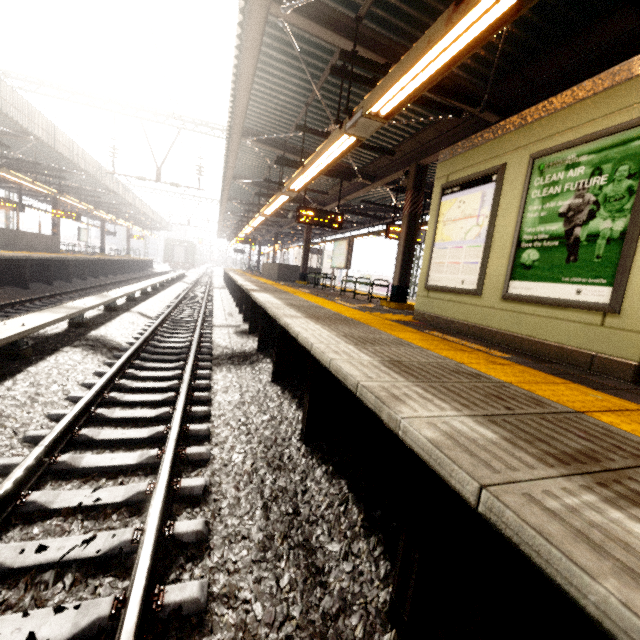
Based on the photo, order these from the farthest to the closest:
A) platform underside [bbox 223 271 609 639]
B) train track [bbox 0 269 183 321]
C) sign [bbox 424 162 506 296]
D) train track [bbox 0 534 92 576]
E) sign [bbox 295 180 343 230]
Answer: sign [bbox 295 180 343 230], train track [bbox 0 269 183 321], sign [bbox 424 162 506 296], train track [bbox 0 534 92 576], platform underside [bbox 223 271 609 639]

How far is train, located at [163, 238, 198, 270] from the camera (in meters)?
45.75

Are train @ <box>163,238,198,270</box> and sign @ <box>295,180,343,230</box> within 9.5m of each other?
no

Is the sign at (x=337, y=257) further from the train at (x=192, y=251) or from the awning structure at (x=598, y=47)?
the train at (x=192, y=251)

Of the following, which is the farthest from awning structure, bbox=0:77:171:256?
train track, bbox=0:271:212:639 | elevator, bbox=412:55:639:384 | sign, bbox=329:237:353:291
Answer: sign, bbox=329:237:353:291

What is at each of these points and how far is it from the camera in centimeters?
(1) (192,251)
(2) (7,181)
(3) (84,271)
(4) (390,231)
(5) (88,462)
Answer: (1) train, 4694cm
(2) awning structure, 1858cm
(3) platform underside, 1777cm
(4) sign, 1097cm
(5) train track, 298cm

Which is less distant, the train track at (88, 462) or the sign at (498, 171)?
the train track at (88, 462)

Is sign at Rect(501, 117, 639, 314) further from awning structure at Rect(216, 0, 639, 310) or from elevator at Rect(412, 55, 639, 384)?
awning structure at Rect(216, 0, 639, 310)
